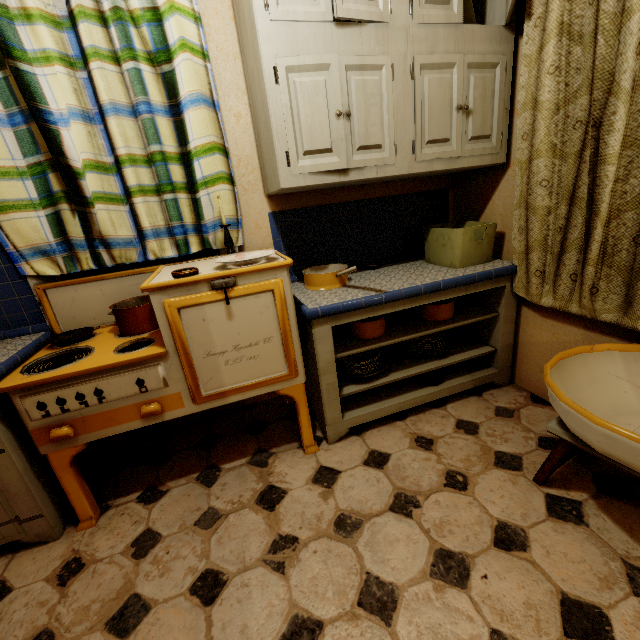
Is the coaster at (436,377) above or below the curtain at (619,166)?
below

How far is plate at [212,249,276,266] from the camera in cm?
139

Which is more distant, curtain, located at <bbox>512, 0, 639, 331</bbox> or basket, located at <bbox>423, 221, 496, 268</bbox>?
basket, located at <bbox>423, 221, 496, 268</bbox>

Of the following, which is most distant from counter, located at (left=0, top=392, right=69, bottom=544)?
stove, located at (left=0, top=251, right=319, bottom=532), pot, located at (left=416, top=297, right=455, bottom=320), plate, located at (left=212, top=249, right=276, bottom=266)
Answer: pot, located at (left=416, top=297, right=455, bottom=320)

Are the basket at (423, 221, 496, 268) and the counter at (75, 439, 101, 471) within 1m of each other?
no

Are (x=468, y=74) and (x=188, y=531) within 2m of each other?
no

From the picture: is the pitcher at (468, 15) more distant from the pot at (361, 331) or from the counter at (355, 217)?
the pot at (361, 331)

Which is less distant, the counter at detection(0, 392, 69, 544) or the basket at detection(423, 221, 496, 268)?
the counter at detection(0, 392, 69, 544)
